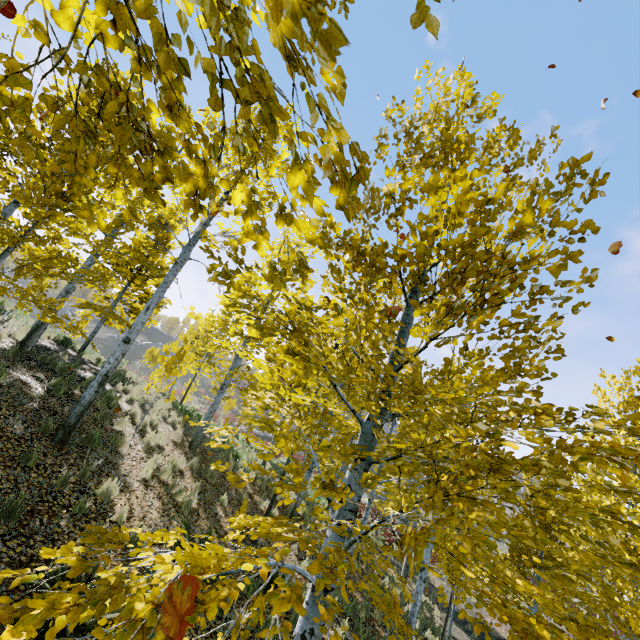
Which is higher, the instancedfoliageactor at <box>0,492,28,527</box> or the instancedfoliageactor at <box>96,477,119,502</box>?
the instancedfoliageactor at <box>96,477,119,502</box>

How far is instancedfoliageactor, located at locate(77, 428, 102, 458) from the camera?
7.07m

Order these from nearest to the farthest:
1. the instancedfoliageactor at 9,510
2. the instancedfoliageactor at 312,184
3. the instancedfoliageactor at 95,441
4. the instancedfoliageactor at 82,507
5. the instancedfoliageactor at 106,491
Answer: the instancedfoliageactor at 312,184 < the instancedfoliageactor at 9,510 < the instancedfoliageactor at 82,507 < the instancedfoliageactor at 106,491 < the instancedfoliageactor at 95,441

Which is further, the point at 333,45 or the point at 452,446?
the point at 452,446

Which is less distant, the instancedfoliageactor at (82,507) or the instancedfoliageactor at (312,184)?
the instancedfoliageactor at (312,184)

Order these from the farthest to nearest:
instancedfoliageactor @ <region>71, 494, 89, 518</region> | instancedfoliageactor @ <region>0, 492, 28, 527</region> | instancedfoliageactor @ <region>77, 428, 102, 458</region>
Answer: instancedfoliageactor @ <region>77, 428, 102, 458</region>
instancedfoliageactor @ <region>71, 494, 89, 518</region>
instancedfoliageactor @ <region>0, 492, 28, 527</region>
